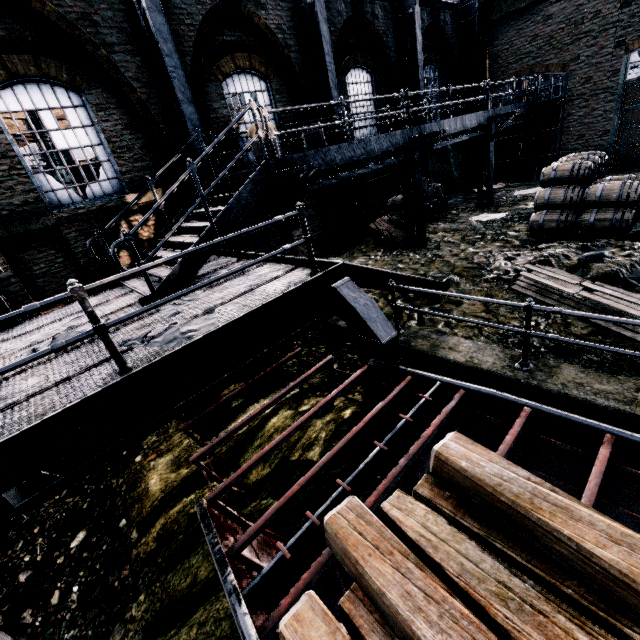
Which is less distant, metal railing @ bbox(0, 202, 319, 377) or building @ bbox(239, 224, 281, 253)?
metal railing @ bbox(0, 202, 319, 377)

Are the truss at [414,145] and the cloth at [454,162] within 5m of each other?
yes

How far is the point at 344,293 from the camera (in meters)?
5.47

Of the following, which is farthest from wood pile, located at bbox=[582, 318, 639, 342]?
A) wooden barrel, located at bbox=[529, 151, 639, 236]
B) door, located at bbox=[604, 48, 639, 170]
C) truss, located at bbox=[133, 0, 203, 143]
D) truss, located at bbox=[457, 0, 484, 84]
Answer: truss, located at bbox=[457, 0, 484, 84]

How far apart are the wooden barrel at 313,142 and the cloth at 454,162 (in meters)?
8.67

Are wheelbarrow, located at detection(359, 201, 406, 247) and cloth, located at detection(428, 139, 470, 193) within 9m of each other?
yes

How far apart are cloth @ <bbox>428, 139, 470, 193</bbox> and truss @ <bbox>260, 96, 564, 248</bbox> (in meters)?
3.00

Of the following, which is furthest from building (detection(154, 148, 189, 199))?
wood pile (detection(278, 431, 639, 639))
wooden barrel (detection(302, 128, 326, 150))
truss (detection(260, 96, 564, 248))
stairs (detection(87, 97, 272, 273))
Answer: truss (detection(260, 96, 564, 248))
